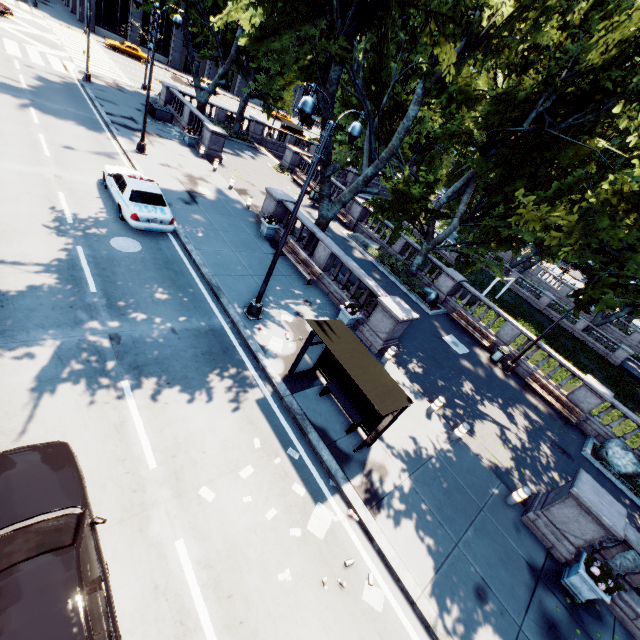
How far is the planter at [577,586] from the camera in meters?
8.5 m

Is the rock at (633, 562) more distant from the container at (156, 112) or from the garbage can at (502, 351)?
the container at (156, 112)

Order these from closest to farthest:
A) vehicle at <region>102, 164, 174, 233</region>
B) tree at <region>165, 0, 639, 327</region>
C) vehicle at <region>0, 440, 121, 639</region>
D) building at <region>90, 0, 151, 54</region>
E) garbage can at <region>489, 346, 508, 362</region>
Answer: vehicle at <region>0, 440, 121, 639</region>
tree at <region>165, 0, 639, 327</region>
vehicle at <region>102, 164, 174, 233</region>
garbage can at <region>489, 346, 508, 362</region>
building at <region>90, 0, 151, 54</region>

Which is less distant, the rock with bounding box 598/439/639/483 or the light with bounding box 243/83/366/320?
the light with bounding box 243/83/366/320

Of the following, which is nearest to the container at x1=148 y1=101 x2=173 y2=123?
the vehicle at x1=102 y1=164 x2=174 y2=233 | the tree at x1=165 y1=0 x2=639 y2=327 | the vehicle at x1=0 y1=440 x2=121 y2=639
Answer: the tree at x1=165 y1=0 x2=639 y2=327

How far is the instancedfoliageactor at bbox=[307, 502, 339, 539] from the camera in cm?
747

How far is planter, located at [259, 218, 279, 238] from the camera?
17.7 meters

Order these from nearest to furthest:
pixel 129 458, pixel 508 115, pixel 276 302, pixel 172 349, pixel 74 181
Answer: pixel 129 458
pixel 172 349
pixel 276 302
pixel 74 181
pixel 508 115
